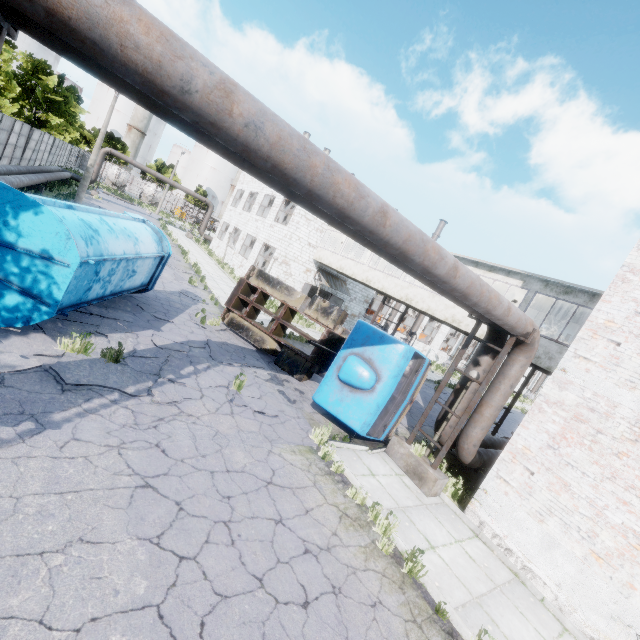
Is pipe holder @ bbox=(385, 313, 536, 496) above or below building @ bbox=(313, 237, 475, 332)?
below

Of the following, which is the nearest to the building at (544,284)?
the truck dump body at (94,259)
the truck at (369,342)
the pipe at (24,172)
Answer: the truck at (369,342)

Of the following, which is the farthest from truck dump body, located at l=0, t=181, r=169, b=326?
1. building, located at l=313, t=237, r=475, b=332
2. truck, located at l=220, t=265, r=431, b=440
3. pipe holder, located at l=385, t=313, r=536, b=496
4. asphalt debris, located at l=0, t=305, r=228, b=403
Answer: building, located at l=313, t=237, r=475, b=332

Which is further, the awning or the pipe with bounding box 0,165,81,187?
the awning

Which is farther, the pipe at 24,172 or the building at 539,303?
the pipe at 24,172

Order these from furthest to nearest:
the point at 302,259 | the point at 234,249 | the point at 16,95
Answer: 1. the point at 234,249
2. the point at 16,95
3. the point at 302,259

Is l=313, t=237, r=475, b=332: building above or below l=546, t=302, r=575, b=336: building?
below

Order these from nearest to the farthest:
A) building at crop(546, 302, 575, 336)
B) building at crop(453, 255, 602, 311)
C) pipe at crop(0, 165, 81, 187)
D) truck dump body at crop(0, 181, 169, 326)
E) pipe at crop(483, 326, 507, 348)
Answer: truck dump body at crop(0, 181, 169, 326) < pipe at crop(483, 326, 507, 348) < building at crop(453, 255, 602, 311) < building at crop(546, 302, 575, 336) < pipe at crop(0, 165, 81, 187)
